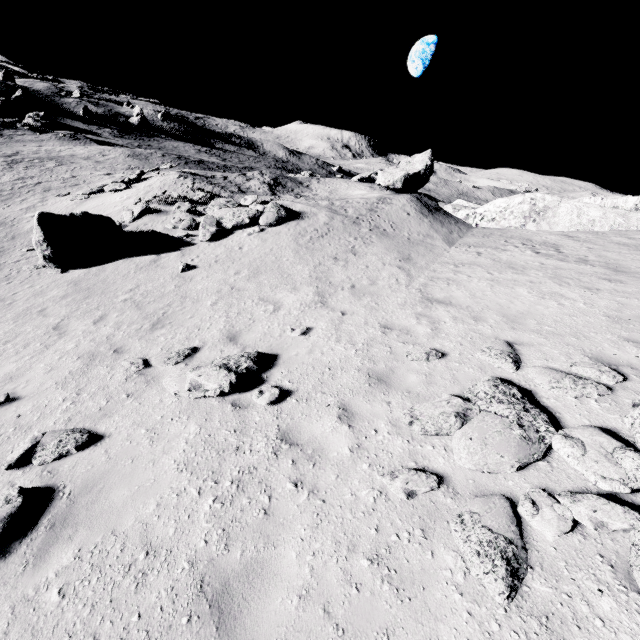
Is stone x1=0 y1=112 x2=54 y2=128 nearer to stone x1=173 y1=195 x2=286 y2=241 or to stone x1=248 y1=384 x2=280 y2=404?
stone x1=173 y1=195 x2=286 y2=241

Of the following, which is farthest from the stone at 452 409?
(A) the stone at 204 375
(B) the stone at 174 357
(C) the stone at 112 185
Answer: (C) the stone at 112 185

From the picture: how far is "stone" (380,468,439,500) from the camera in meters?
4.1 m

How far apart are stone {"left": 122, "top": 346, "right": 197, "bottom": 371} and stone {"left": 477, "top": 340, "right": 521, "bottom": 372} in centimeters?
650cm

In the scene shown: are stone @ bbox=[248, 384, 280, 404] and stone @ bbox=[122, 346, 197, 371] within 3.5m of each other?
yes

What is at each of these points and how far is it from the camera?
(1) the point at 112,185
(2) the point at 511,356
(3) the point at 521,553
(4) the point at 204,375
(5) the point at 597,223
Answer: (1) stone, 21.3m
(2) stone, 6.4m
(3) stone, 3.4m
(4) stone, 6.5m
(5) stone, 16.3m

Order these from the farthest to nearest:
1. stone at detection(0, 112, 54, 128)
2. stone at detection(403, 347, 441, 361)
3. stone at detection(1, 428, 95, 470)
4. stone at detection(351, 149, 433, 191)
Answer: stone at detection(0, 112, 54, 128)
stone at detection(351, 149, 433, 191)
stone at detection(403, 347, 441, 361)
stone at detection(1, 428, 95, 470)

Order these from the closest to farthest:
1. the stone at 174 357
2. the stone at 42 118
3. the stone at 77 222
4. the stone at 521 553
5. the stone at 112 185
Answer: the stone at 521 553 → the stone at 174 357 → the stone at 77 222 → the stone at 112 185 → the stone at 42 118
